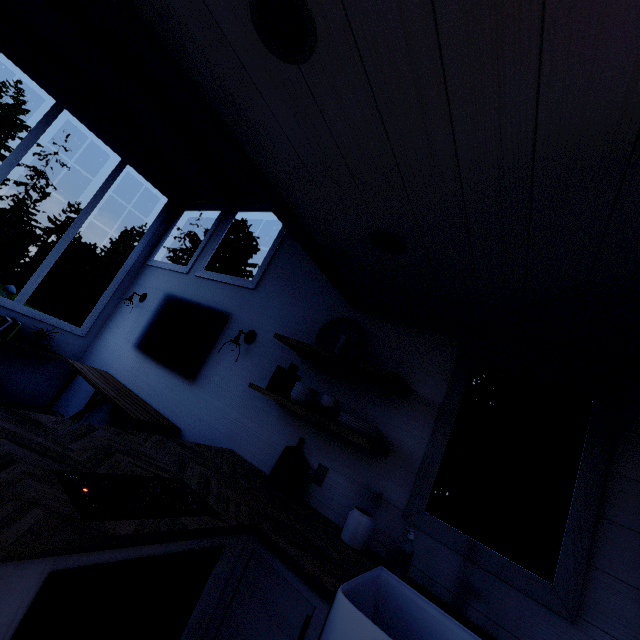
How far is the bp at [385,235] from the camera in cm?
163

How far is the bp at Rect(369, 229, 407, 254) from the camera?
1.6 meters

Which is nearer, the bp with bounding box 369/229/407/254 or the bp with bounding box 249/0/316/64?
the bp with bounding box 249/0/316/64

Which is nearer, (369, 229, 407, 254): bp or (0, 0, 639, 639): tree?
(0, 0, 639, 639): tree

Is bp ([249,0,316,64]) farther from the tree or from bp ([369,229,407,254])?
bp ([369,229,407,254])

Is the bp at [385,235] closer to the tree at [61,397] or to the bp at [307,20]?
the tree at [61,397]

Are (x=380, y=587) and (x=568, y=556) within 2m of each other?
yes

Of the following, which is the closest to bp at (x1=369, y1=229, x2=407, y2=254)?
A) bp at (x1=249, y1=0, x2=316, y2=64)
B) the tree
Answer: the tree
